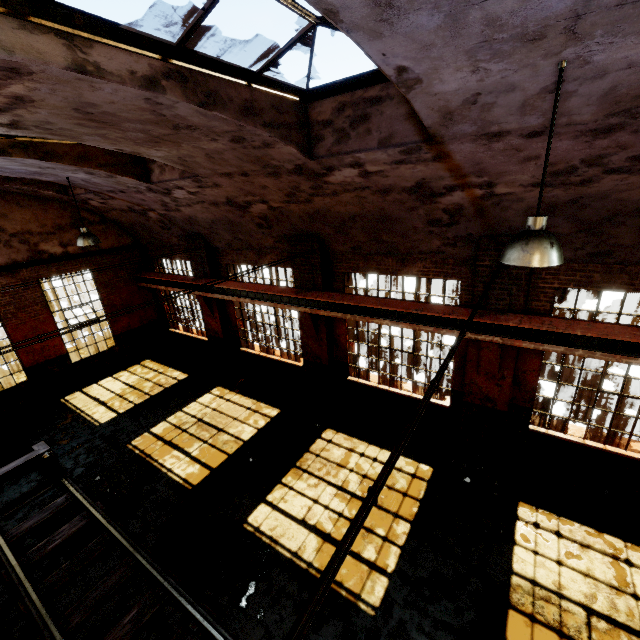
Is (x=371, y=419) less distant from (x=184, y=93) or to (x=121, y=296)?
(x=184, y=93)

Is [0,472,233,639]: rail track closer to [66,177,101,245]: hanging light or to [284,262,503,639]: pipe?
[284,262,503,639]: pipe

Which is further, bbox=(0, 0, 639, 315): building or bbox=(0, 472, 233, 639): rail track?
bbox=(0, 472, 233, 639): rail track

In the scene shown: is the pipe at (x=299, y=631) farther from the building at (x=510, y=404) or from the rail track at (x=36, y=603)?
the rail track at (x=36, y=603)

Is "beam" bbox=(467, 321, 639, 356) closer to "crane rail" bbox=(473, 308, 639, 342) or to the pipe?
"crane rail" bbox=(473, 308, 639, 342)

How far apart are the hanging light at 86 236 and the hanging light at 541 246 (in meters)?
9.51

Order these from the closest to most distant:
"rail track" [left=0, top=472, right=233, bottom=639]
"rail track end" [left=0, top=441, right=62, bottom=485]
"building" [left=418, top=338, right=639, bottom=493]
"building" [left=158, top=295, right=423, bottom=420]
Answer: "rail track" [left=0, top=472, right=233, bottom=639]
"building" [left=418, top=338, right=639, bottom=493]
"rail track end" [left=0, top=441, right=62, bottom=485]
"building" [left=158, top=295, right=423, bottom=420]

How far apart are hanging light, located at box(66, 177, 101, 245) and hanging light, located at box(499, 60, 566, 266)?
9.51m
